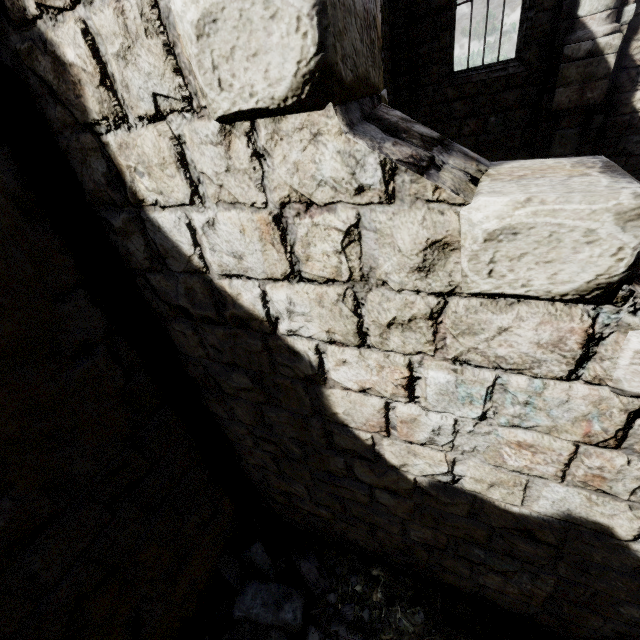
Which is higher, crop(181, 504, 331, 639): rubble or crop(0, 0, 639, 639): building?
crop(0, 0, 639, 639): building

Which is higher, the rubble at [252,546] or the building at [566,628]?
the building at [566,628]

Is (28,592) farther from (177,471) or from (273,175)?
(273,175)

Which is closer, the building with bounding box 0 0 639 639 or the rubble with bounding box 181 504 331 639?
the building with bounding box 0 0 639 639

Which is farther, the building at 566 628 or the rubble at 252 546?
the rubble at 252 546
